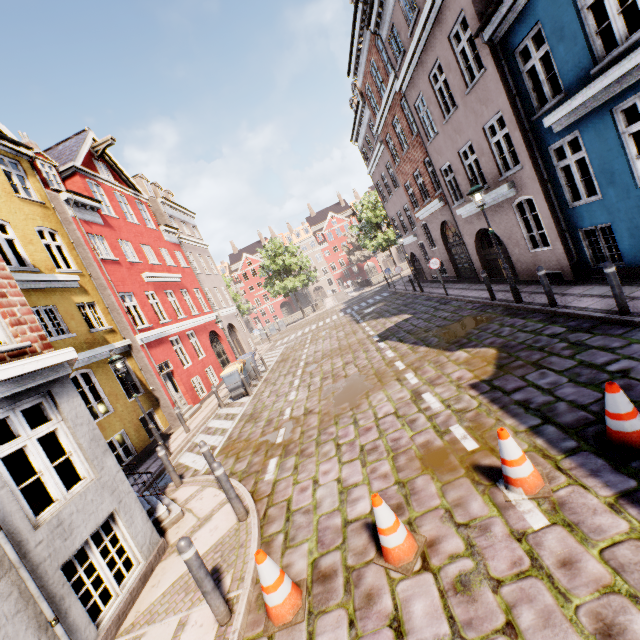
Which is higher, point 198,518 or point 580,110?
point 580,110

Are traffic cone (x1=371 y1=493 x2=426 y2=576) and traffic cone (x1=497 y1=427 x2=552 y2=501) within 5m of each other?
yes

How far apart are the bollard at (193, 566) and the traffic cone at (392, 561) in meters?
1.8 m

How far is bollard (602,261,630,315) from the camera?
A: 6.2m

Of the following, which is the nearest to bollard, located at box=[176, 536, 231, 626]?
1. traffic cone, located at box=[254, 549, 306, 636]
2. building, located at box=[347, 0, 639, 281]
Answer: traffic cone, located at box=[254, 549, 306, 636]

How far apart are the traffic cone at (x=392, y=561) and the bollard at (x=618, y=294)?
6.0m

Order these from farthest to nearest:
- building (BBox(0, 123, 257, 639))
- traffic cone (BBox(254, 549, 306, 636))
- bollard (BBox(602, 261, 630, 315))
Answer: bollard (BBox(602, 261, 630, 315)) → building (BBox(0, 123, 257, 639)) → traffic cone (BBox(254, 549, 306, 636))
